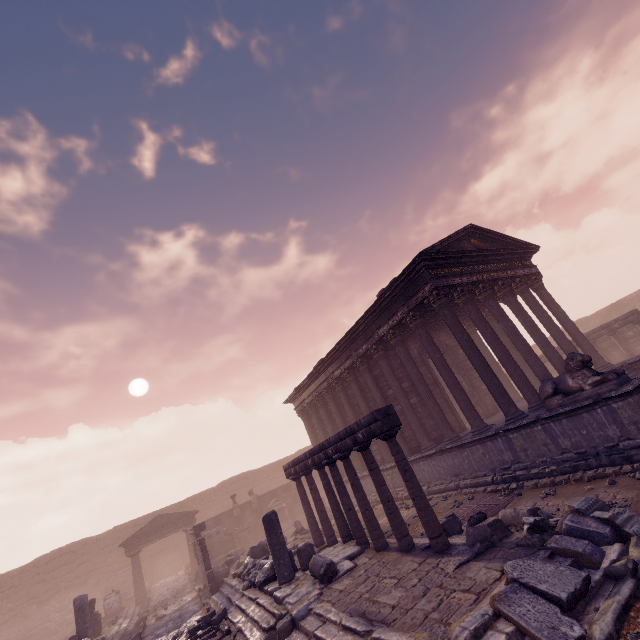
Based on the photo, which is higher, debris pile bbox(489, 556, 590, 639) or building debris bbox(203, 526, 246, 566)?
building debris bbox(203, 526, 246, 566)

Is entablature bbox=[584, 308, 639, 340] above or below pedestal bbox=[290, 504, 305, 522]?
above

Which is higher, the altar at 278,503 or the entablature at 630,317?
the entablature at 630,317

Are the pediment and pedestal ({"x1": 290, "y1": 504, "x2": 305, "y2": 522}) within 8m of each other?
yes

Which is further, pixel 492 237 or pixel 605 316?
pixel 605 316

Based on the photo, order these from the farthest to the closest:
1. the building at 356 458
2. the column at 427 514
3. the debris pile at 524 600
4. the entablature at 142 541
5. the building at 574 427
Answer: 1. the entablature at 142 541
2. the building at 356 458
3. the building at 574 427
4. the column at 427 514
5. the debris pile at 524 600

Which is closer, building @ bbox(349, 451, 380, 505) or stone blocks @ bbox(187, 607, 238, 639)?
stone blocks @ bbox(187, 607, 238, 639)

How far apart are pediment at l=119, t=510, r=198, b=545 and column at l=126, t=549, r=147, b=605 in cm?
67
